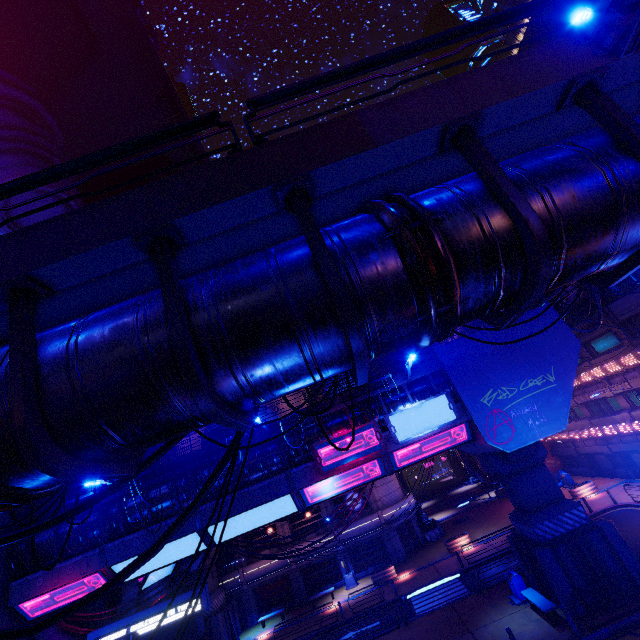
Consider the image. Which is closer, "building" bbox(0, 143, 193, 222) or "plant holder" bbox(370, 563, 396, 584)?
"building" bbox(0, 143, 193, 222)

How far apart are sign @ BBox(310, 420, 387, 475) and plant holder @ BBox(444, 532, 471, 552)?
19.5m

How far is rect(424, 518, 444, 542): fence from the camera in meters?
33.5

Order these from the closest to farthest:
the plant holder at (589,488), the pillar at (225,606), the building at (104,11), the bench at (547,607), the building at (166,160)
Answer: the bench at (547,607) → the building at (166,160) → the building at (104,11) → the pillar at (225,606) → the plant holder at (589,488)

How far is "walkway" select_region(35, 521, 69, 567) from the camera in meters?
16.6 m

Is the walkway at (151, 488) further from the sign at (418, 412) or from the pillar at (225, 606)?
the pillar at (225, 606)

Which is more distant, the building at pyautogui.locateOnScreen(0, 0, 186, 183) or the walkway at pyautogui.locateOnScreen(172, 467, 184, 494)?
the building at pyautogui.locateOnScreen(0, 0, 186, 183)

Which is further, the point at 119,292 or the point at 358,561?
the point at 358,561
